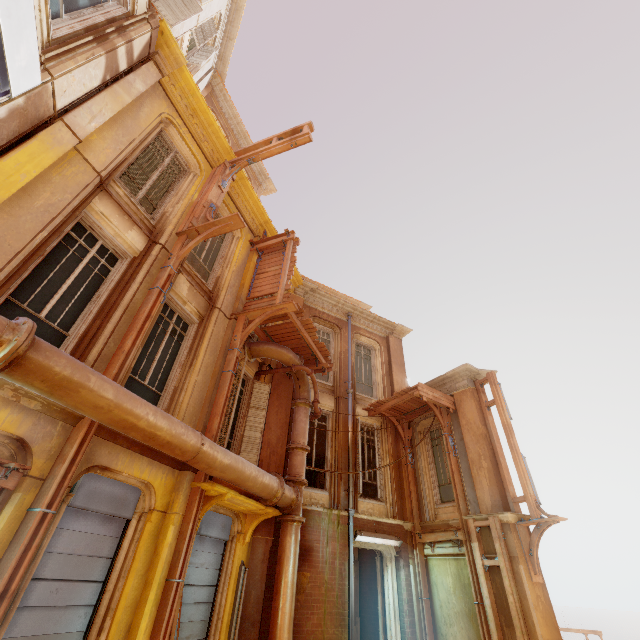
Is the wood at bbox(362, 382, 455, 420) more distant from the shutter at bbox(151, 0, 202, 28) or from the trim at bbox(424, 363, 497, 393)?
the shutter at bbox(151, 0, 202, 28)

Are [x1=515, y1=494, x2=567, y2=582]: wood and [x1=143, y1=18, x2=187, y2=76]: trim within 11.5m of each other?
no

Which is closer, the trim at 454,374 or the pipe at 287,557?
the pipe at 287,557

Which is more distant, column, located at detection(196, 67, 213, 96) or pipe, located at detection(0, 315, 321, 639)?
column, located at detection(196, 67, 213, 96)

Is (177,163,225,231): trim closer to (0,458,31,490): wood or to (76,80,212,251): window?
(76,80,212,251): window

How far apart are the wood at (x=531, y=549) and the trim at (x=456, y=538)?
1.3m

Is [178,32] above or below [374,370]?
above

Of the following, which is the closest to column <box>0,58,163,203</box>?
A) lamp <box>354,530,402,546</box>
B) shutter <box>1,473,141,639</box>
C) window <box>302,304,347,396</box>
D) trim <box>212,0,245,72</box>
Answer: shutter <box>1,473,141,639</box>
